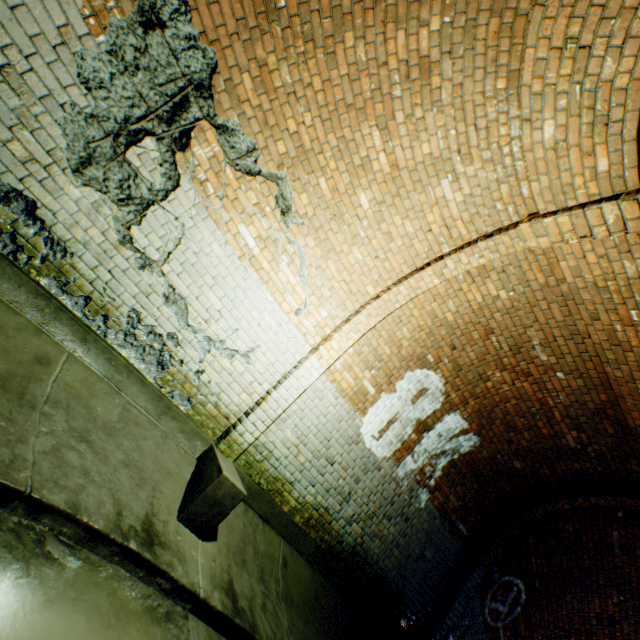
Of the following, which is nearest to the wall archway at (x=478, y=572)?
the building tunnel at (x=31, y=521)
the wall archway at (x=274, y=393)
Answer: the building tunnel at (x=31, y=521)

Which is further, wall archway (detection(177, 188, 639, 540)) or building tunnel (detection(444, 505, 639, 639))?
building tunnel (detection(444, 505, 639, 639))

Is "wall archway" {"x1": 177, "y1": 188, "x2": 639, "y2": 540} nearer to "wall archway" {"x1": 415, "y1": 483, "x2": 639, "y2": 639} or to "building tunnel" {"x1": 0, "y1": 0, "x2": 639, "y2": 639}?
"building tunnel" {"x1": 0, "y1": 0, "x2": 639, "y2": 639}

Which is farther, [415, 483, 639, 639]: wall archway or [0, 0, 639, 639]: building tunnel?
[415, 483, 639, 639]: wall archway

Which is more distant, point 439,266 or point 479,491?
point 479,491

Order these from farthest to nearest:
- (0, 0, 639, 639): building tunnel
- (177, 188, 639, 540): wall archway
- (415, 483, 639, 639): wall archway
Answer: (415, 483, 639, 639): wall archway → (177, 188, 639, 540): wall archway → (0, 0, 639, 639): building tunnel
